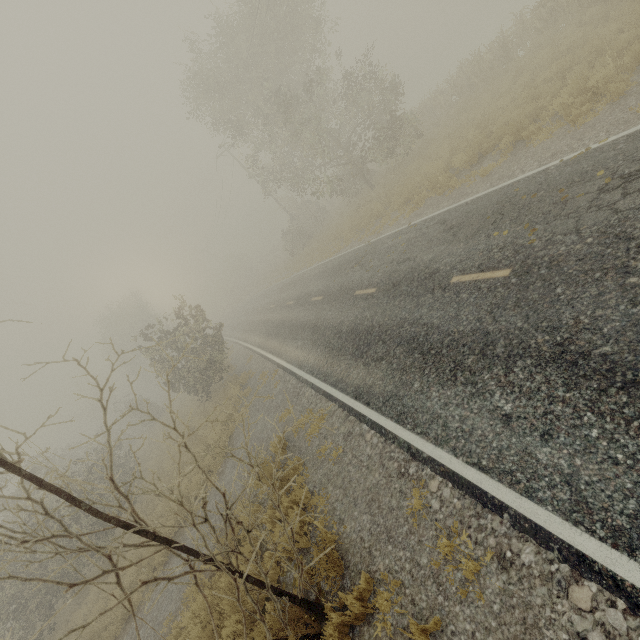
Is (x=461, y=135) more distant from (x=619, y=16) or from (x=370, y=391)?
(x=370, y=391)

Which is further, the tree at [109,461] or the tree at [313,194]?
the tree at [313,194]

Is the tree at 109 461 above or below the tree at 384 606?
above

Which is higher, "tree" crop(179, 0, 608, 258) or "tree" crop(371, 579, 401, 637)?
"tree" crop(179, 0, 608, 258)

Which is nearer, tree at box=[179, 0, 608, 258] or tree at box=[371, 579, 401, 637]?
tree at box=[371, 579, 401, 637]
